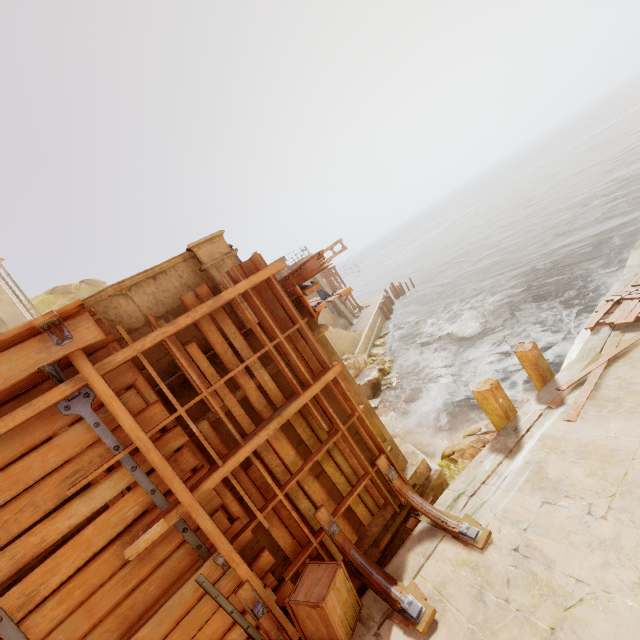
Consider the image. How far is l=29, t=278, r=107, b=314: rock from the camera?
28.7m

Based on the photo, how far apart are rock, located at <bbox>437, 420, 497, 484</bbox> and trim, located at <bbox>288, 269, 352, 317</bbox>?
4.03m

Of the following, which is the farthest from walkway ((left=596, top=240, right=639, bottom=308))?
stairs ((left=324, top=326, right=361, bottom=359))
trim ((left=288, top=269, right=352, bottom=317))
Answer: stairs ((left=324, top=326, right=361, bottom=359))

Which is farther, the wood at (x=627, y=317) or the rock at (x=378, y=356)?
the rock at (x=378, y=356)

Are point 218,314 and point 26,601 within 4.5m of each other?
yes

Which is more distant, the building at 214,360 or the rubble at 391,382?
the rubble at 391,382

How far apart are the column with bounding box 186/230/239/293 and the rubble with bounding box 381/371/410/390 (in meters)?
11.52

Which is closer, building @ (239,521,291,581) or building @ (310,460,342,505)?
building @ (239,521,291,581)
